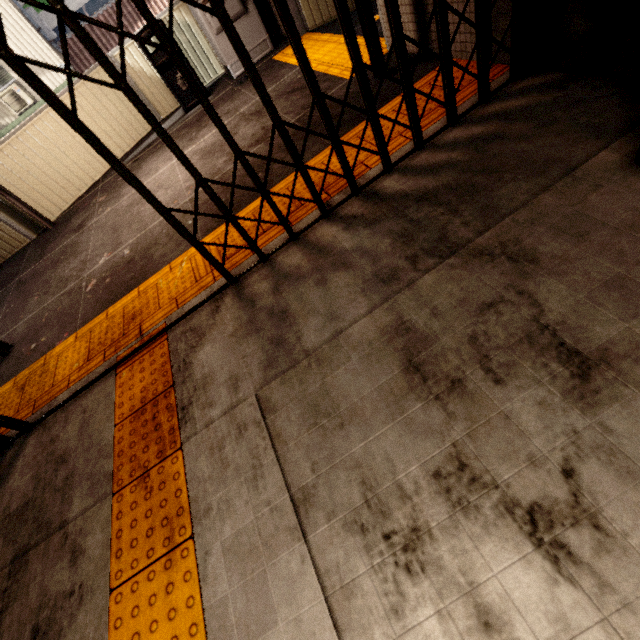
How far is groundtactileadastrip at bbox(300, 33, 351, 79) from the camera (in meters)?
3.88

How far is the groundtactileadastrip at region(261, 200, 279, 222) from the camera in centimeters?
267cm

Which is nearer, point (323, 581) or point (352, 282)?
point (323, 581)

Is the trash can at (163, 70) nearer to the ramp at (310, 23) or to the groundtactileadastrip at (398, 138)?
the ramp at (310, 23)

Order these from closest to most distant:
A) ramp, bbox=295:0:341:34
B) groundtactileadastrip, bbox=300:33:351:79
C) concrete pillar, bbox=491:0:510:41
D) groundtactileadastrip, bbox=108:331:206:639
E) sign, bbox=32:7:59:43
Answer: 1. groundtactileadastrip, bbox=108:331:206:639
2. concrete pillar, bbox=491:0:510:41
3. groundtactileadastrip, bbox=300:33:351:79
4. ramp, bbox=295:0:341:34
5. sign, bbox=32:7:59:43

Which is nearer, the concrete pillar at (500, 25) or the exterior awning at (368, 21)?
the concrete pillar at (500, 25)

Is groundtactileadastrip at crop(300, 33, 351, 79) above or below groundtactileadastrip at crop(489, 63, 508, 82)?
above

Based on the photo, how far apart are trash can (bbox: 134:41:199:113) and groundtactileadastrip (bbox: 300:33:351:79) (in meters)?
1.38
